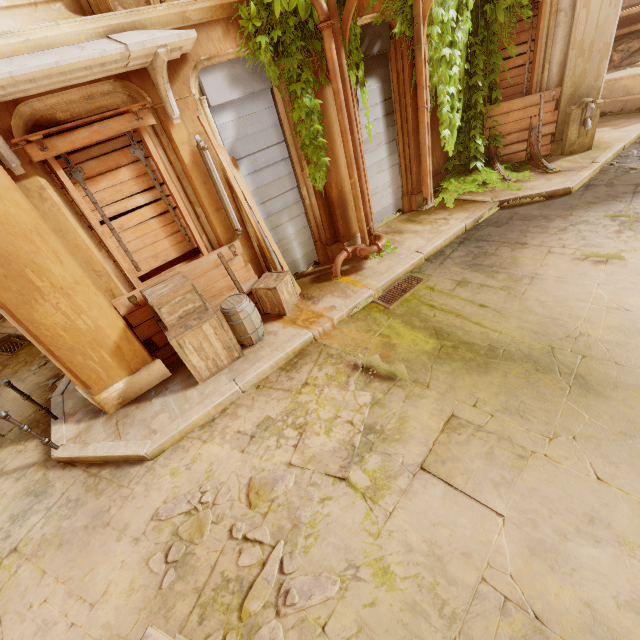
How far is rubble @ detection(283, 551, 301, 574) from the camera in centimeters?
302cm

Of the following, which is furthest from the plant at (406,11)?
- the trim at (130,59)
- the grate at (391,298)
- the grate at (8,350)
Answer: the grate at (8,350)

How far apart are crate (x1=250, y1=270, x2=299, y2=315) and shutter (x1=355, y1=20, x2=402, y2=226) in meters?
3.0

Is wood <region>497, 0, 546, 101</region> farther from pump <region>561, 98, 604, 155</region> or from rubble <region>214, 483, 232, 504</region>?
rubble <region>214, 483, 232, 504</region>

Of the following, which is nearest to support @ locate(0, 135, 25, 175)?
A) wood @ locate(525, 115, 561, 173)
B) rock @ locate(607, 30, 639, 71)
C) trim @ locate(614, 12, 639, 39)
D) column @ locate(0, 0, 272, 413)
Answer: column @ locate(0, 0, 272, 413)

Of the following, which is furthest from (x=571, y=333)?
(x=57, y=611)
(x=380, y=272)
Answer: (x=57, y=611)

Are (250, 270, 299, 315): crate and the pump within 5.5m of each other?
no

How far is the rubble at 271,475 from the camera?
3.62m
